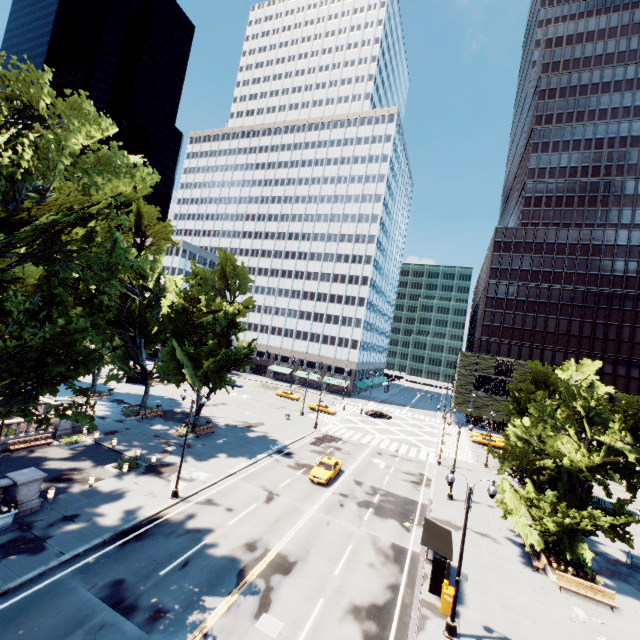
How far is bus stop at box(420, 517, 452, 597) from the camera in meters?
17.3

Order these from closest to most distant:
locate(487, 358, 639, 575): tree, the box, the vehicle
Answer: the box → locate(487, 358, 639, 575): tree → the vehicle

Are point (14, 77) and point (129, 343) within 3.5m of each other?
no

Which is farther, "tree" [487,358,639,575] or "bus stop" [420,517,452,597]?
"tree" [487,358,639,575]

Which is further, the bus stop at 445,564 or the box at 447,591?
the bus stop at 445,564

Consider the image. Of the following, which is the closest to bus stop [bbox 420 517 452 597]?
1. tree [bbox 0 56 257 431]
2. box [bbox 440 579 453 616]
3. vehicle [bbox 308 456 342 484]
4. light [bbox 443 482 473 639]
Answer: box [bbox 440 579 453 616]

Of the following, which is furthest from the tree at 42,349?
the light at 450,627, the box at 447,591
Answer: the light at 450,627

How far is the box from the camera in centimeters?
1631cm
